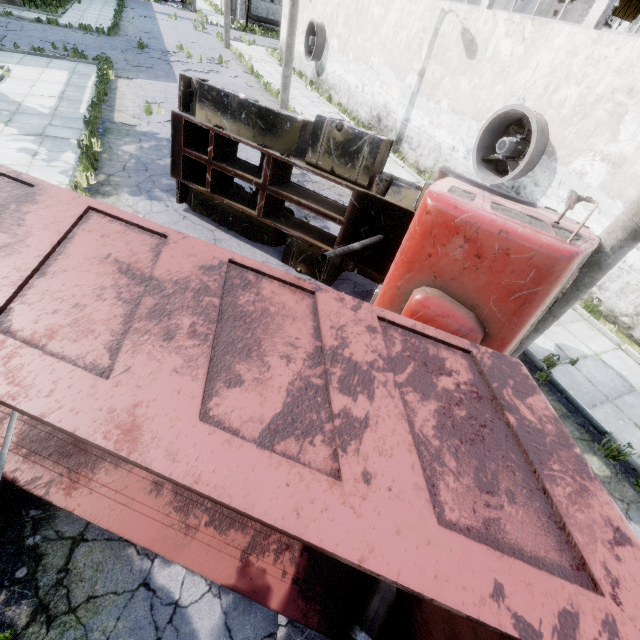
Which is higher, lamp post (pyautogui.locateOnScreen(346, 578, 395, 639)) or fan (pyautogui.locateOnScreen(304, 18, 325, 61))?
fan (pyautogui.locateOnScreen(304, 18, 325, 61))

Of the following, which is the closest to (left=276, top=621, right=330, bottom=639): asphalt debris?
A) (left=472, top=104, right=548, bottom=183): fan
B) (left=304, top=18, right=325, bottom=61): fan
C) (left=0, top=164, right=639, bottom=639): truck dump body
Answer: (left=0, top=164, right=639, bottom=639): truck dump body

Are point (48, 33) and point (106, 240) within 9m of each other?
no

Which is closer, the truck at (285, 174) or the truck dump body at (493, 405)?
the truck dump body at (493, 405)

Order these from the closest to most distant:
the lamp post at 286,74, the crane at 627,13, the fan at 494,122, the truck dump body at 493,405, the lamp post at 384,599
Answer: the truck dump body at 493,405 < the lamp post at 384,599 < the fan at 494,122 < the lamp post at 286,74 < the crane at 627,13

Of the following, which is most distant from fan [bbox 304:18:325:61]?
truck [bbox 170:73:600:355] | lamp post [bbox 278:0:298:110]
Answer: truck [bbox 170:73:600:355]

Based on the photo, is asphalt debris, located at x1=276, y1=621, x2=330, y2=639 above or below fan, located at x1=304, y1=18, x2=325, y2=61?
below

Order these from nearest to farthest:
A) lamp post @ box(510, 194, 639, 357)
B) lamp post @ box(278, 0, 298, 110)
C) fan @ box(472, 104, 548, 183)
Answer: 1. lamp post @ box(510, 194, 639, 357)
2. fan @ box(472, 104, 548, 183)
3. lamp post @ box(278, 0, 298, 110)
